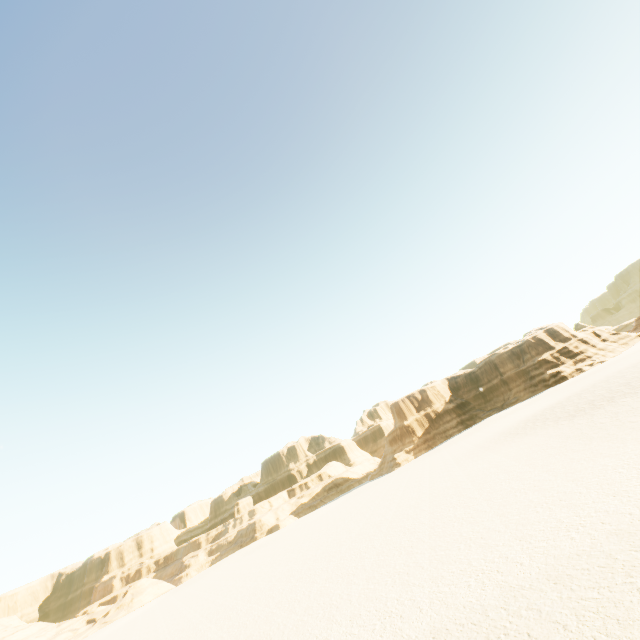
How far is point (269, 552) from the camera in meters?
49.8 m
